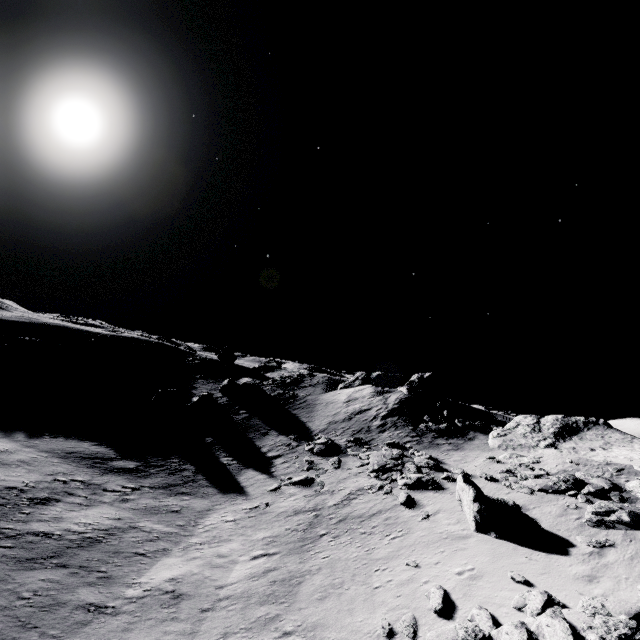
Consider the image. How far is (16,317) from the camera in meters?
54.4

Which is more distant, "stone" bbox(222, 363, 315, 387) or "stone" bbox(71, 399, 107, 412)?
"stone" bbox(222, 363, 315, 387)

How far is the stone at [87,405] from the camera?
32.5m

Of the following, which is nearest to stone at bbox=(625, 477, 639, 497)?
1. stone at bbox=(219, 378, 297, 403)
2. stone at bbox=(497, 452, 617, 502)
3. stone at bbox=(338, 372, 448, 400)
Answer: stone at bbox=(497, 452, 617, 502)

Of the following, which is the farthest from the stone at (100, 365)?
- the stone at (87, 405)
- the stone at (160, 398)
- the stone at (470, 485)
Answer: the stone at (470, 485)

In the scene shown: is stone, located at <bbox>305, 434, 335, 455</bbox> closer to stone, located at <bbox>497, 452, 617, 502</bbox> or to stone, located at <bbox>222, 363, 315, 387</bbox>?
stone, located at <bbox>497, 452, 617, 502</bbox>

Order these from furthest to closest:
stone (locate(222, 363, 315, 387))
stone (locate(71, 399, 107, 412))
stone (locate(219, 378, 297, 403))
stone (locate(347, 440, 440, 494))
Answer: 1. stone (locate(222, 363, 315, 387))
2. stone (locate(219, 378, 297, 403))
3. stone (locate(71, 399, 107, 412))
4. stone (locate(347, 440, 440, 494))

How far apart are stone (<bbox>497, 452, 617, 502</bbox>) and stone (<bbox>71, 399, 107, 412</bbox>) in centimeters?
3688cm
